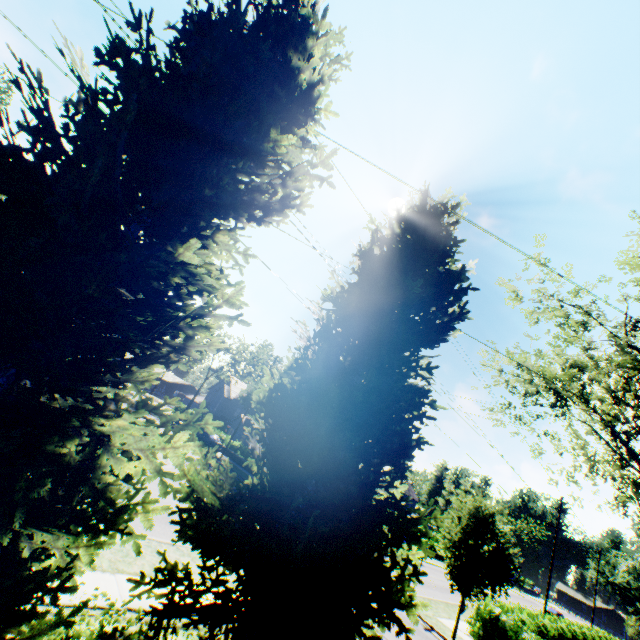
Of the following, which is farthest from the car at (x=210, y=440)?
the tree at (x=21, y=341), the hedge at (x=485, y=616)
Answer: the hedge at (x=485, y=616)

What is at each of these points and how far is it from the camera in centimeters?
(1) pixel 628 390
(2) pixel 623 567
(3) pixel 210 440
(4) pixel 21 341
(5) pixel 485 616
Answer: (1) tree, 1819cm
(2) plant, 5784cm
(3) car, 3312cm
(4) tree, 323cm
(5) hedge, 1612cm

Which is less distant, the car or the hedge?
the hedge

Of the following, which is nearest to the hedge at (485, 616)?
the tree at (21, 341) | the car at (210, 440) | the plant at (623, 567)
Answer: the tree at (21, 341)

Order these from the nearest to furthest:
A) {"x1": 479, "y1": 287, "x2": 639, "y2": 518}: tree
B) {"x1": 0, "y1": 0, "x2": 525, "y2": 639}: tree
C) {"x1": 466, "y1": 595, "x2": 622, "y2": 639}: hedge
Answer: {"x1": 0, "y1": 0, "x2": 525, "y2": 639}: tree
{"x1": 466, "y1": 595, "x2": 622, "y2": 639}: hedge
{"x1": 479, "y1": 287, "x2": 639, "y2": 518}: tree

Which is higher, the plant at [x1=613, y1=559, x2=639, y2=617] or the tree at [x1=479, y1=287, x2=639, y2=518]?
the tree at [x1=479, y1=287, x2=639, y2=518]

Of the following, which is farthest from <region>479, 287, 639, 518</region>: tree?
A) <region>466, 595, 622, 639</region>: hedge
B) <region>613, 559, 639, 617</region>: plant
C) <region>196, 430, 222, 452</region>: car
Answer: <region>466, 595, 622, 639</region>: hedge

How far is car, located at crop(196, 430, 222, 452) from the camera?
33.03m
